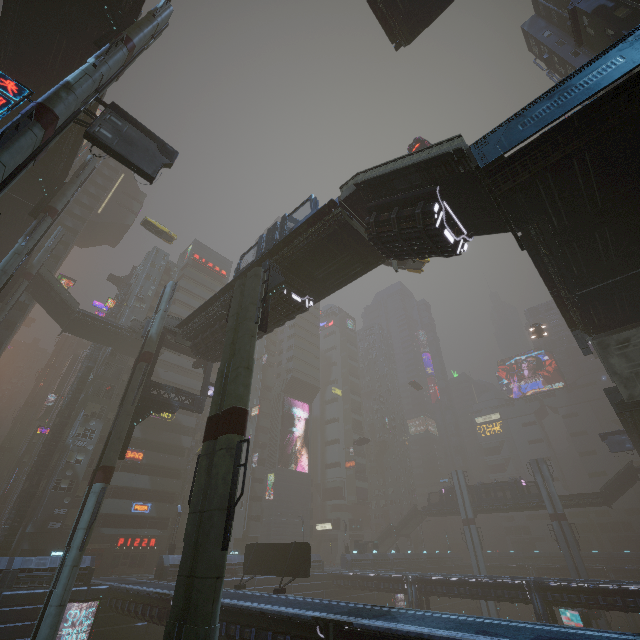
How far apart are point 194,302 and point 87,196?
25.6m

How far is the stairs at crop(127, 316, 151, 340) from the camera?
37.88m

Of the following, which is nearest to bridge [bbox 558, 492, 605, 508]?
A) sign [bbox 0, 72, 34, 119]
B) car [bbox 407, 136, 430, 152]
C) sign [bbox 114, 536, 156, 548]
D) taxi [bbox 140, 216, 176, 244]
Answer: car [bbox 407, 136, 430, 152]

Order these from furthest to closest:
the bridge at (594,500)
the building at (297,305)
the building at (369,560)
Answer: the building at (369,560) → the bridge at (594,500) → the building at (297,305)

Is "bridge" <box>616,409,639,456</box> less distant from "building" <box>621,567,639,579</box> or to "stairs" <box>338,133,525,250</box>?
"building" <box>621,567,639,579</box>

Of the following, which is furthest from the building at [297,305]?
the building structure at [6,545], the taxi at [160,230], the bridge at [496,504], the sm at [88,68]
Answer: the bridge at [496,504]

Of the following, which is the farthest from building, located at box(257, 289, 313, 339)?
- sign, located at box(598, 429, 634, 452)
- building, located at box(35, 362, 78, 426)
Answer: building, located at box(35, 362, 78, 426)

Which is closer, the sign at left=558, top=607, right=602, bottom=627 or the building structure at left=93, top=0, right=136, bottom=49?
the building structure at left=93, top=0, right=136, bottom=49
